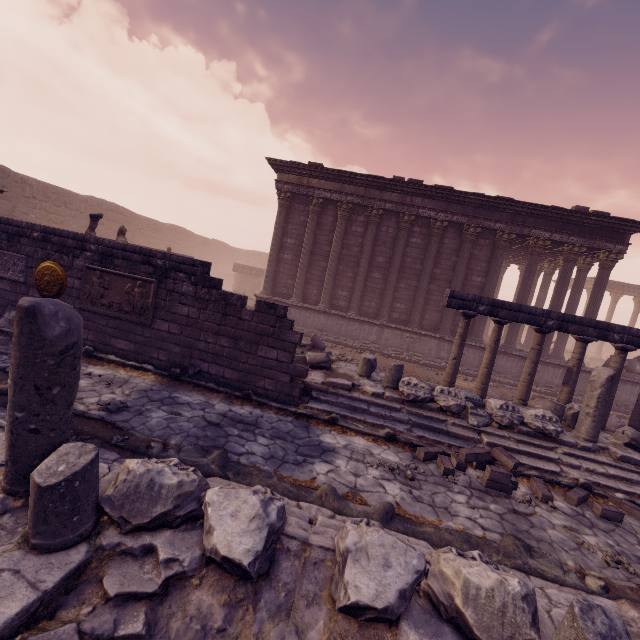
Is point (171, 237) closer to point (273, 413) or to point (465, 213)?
point (465, 213)

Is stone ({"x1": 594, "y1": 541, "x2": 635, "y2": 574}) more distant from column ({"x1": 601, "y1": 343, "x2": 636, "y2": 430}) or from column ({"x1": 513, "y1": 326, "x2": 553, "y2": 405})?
column ({"x1": 601, "y1": 343, "x2": 636, "y2": 430})

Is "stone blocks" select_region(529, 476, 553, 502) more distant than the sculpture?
No

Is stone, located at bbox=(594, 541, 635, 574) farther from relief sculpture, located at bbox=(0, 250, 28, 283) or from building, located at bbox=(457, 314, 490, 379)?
relief sculpture, located at bbox=(0, 250, 28, 283)

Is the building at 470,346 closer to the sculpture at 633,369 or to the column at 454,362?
the sculpture at 633,369

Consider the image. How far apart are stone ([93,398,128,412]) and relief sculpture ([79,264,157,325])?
2.1m

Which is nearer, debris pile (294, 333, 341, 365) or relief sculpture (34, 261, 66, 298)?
relief sculpture (34, 261, 66, 298)

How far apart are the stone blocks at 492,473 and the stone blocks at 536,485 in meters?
0.2 m
